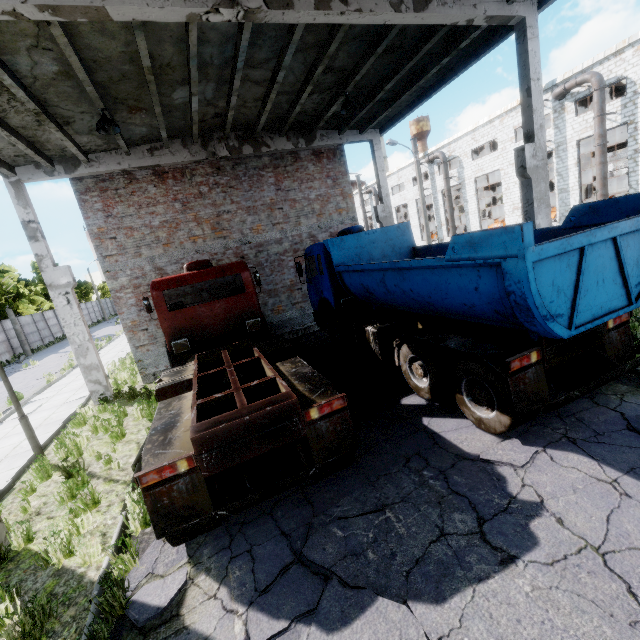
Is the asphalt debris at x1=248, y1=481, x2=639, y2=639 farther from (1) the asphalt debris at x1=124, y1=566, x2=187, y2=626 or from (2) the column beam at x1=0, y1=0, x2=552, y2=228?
(2) the column beam at x1=0, y1=0, x2=552, y2=228

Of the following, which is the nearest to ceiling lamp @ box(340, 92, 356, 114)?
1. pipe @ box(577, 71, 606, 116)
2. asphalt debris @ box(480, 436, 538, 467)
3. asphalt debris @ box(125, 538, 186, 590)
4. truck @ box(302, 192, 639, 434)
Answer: truck @ box(302, 192, 639, 434)

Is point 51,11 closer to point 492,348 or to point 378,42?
point 378,42

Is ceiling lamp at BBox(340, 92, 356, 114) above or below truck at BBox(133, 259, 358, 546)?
above

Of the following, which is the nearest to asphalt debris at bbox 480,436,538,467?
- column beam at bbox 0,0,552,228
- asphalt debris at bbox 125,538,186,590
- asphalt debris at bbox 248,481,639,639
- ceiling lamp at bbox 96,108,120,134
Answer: asphalt debris at bbox 248,481,639,639

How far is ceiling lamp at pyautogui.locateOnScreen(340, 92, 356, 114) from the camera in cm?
980

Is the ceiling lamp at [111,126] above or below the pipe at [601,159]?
above

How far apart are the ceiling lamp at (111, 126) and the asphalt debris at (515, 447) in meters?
10.5
